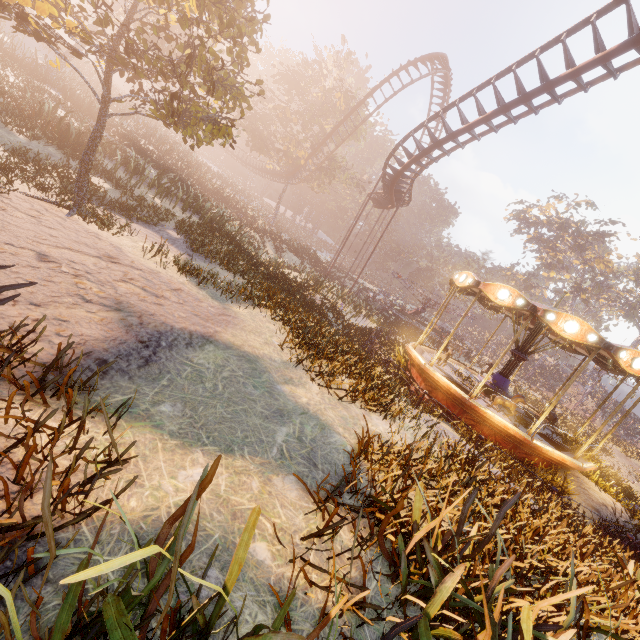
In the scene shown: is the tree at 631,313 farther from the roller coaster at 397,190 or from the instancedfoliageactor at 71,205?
the instancedfoliageactor at 71,205

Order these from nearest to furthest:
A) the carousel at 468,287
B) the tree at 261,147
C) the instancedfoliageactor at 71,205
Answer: the instancedfoliageactor at 71,205
the carousel at 468,287
the tree at 261,147

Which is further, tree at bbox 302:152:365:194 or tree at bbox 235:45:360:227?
tree at bbox 302:152:365:194

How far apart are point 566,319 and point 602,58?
9.1m

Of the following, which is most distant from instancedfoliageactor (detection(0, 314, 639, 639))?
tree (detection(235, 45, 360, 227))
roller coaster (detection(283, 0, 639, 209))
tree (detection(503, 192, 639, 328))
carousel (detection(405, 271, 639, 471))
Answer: tree (detection(503, 192, 639, 328))

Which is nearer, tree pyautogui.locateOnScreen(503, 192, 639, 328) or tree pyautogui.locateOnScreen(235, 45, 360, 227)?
tree pyautogui.locateOnScreen(235, 45, 360, 227)

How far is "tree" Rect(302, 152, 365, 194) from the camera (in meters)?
36.94

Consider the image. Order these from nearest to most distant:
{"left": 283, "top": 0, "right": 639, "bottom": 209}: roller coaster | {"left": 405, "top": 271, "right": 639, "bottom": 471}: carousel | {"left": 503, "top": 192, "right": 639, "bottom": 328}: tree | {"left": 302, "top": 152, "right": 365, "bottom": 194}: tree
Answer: {"left": 405, "top": 271, "right": 639, "bottom": 471}: carousel < {"left": 283, "top": 0, "right": 639, "bottom": 209}: roller coaster < {"left": 302, "top": 152, "right": 365, "bottom": 194}: tree < {"left": 503, "top": 192, "right": 639, "bottom": 328}: tree
